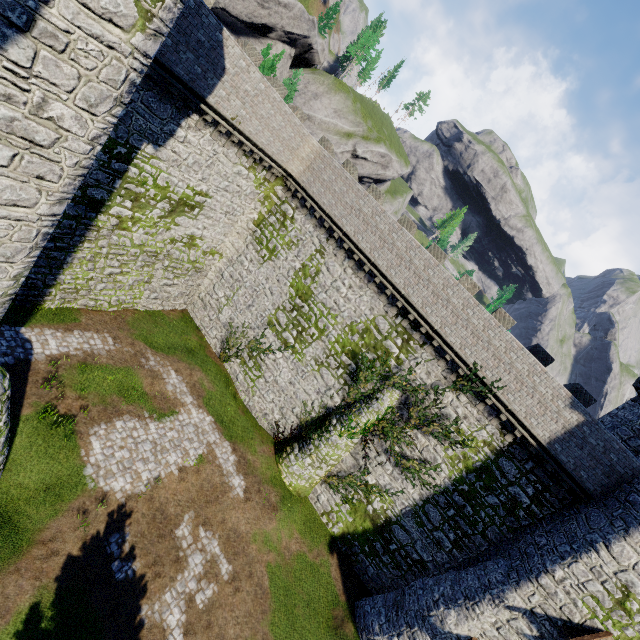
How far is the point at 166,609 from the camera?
12.4 meters

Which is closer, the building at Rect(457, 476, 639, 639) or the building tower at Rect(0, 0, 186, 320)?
the building tower at Rect(0, 0, 186, 320)

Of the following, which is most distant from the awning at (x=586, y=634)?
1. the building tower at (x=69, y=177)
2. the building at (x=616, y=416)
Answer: the building tower at (x=69, y=177)

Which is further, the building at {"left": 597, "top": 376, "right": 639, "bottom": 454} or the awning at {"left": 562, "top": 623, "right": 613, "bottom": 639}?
the building at {"left": 597, "top": 376, "right": 639, "bottom": 454}

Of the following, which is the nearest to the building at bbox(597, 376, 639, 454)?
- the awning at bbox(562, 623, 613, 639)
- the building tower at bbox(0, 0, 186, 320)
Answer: the awning at bbox(562, 623, 613, 639)
